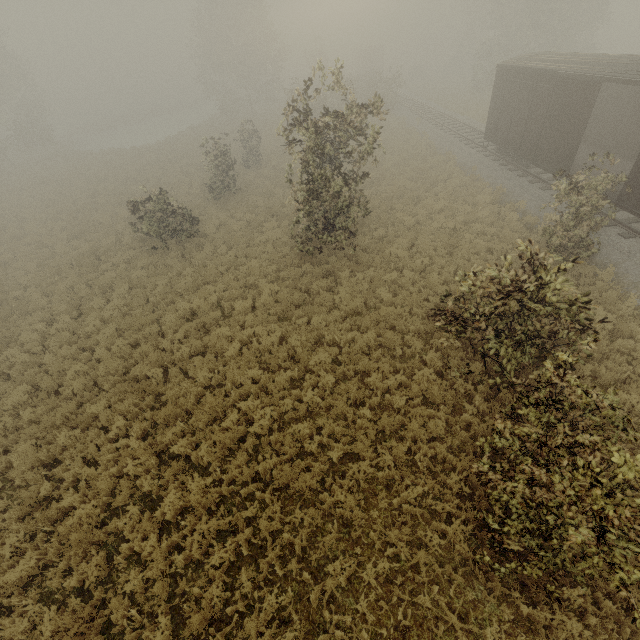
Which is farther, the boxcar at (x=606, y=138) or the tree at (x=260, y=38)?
the boxcar at (x=606, y=138)

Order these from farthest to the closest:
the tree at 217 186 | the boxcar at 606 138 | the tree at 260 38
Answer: the tree at 217 186 < the boxcar at 606 138 < the tree at 260 38

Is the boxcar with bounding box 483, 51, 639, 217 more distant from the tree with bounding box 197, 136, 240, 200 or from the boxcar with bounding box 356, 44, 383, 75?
the boxcar with bounding box 356, 44, 383, 75

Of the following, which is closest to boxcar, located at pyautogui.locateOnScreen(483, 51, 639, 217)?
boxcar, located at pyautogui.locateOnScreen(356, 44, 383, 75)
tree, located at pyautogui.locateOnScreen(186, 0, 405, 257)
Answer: tree, located at pyautogui.locateOnScreen(186, 0, 405, 257)

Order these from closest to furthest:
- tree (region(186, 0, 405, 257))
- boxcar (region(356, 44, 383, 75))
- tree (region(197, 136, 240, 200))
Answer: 1. tree (region(186, 0, 405, 257))
2. tree (region(197, 136, 240, 200))
3. boxcar (region(356, 44, 383, 75))

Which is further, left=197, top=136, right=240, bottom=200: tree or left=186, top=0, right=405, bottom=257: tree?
left=197, top=136, right=240, bottom=200: tree

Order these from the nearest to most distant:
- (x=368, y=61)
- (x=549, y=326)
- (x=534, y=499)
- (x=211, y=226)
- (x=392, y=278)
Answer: (x=534, y=499) < (x=549, y=326) < (x=392, y=278) < (x=211, y=226) < (x=368, y=61)

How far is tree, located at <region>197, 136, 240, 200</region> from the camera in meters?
19.3 m
